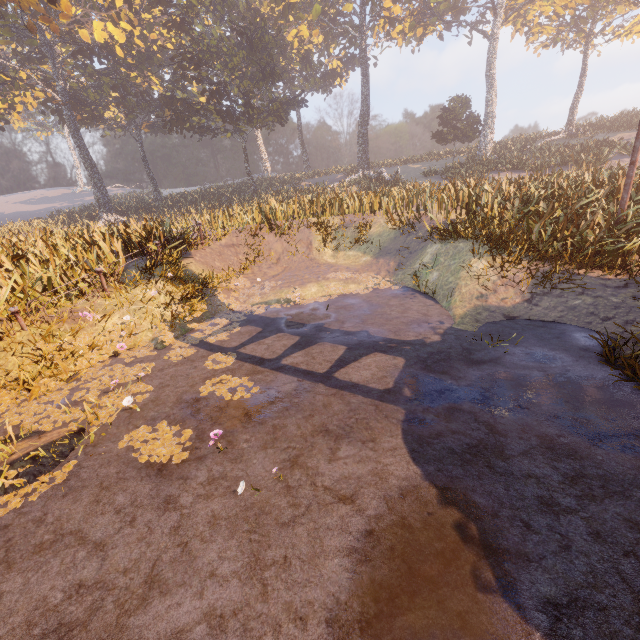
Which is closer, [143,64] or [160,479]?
[160,479]

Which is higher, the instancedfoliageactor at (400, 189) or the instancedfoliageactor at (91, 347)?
the instancedfoliageactor at (400, 189)

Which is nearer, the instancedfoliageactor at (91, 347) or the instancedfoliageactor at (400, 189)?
the instancedfoliageactor at (91, 347)

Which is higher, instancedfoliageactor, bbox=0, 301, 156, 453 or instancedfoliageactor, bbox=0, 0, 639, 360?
instancedfoliageactor, bbox=0, 0, 639, 360

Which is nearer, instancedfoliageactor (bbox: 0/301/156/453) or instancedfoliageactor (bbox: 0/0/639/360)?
instancedfoliageactor (bbox: 0/301/156/453)
